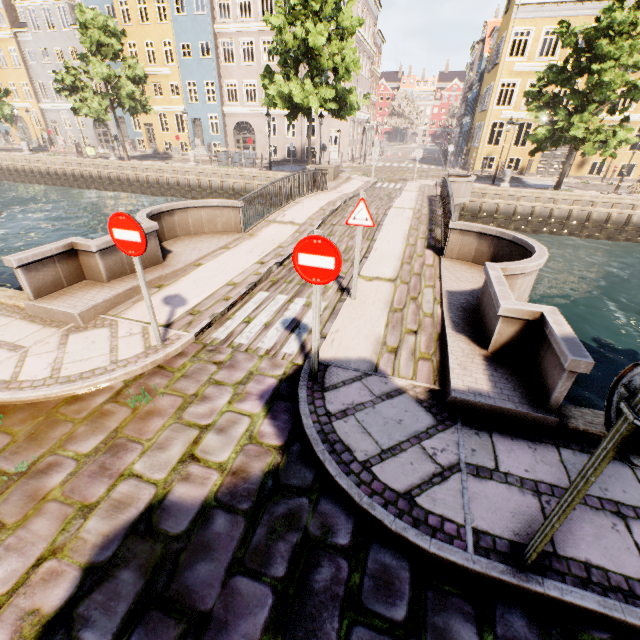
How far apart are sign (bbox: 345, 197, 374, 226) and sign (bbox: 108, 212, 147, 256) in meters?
3.2

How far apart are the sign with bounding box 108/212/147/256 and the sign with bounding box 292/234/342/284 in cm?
191

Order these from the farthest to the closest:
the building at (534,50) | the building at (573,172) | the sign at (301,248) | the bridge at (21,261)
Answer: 1. the building at (573,172)
2. the building at (534,50)
3. the bridge at (21,261)
4. the sign at (301,248)

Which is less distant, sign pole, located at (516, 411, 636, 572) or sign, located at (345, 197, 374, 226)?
sign pole, located at (516, 411, 636, 572)

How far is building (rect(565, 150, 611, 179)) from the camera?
25.2m

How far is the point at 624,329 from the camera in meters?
10.3 m

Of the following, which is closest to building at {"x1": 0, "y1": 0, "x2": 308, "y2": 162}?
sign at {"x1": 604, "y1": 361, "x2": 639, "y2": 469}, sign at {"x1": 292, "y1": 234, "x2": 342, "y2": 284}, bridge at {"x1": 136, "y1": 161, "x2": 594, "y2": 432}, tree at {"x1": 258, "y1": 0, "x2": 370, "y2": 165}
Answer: tree at {"x1": 258, "y1": 0, "x2": 370, "y2": 165}

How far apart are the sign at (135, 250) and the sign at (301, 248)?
1.91m
